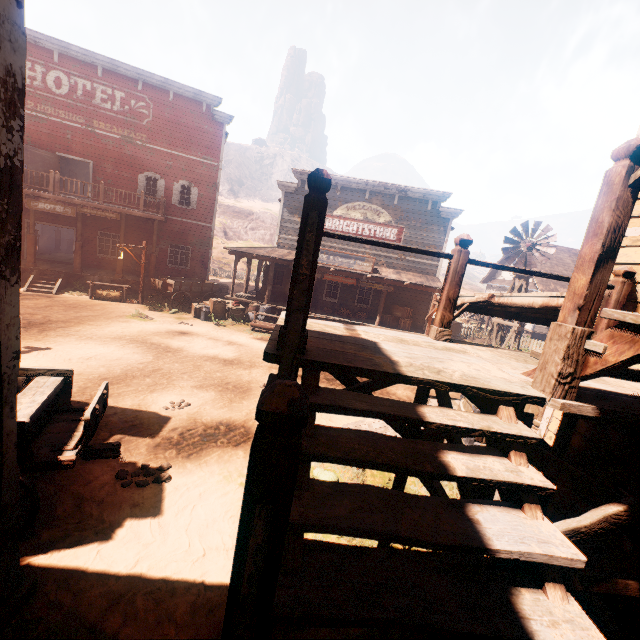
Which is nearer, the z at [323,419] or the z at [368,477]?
the z at [368,477]

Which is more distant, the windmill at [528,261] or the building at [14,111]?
the windmill at [528,261]

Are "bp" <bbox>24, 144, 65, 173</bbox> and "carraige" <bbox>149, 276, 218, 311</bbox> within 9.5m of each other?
yes

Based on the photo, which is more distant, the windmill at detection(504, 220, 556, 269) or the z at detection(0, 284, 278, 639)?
the windmill at detection(504, 220, 556, 269)

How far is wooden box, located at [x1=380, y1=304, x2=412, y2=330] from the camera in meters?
18.3

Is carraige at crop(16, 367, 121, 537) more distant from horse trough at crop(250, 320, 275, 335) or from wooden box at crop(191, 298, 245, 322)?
wooden box at crop(191, 298, 245, 322)

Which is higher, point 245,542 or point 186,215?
point 186,215

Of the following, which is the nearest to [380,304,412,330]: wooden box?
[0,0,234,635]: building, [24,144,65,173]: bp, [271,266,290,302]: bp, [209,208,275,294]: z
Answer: [0,0,234,635]: building
